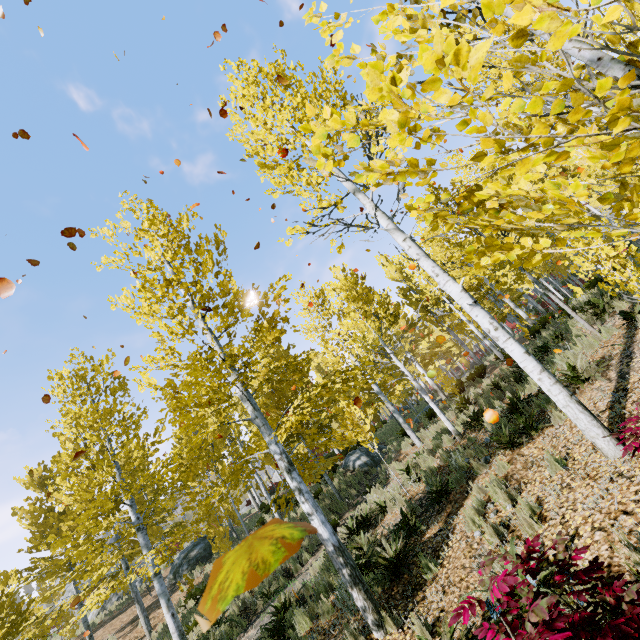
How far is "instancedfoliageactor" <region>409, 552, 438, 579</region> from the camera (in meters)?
5.30

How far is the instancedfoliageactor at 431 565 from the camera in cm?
530

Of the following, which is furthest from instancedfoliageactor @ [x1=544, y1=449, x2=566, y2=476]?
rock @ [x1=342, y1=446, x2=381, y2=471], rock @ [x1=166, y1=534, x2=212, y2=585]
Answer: rock @ [x1=166, y1=534, x2=212, y2=585]

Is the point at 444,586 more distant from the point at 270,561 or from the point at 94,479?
the point at 94,479

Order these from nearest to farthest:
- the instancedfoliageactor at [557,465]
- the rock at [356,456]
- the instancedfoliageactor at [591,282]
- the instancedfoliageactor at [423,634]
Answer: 1. the instancedfoliageactor at [591,282]
2. the instancedfoliageactor at [423,634]
3. the instancedfoliageactor at [557,465]
4. the rock at [356,456]

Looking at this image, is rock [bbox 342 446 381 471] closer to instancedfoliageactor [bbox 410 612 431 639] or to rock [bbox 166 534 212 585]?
instancedfoliageactor [bbox 410 612 431 639]
